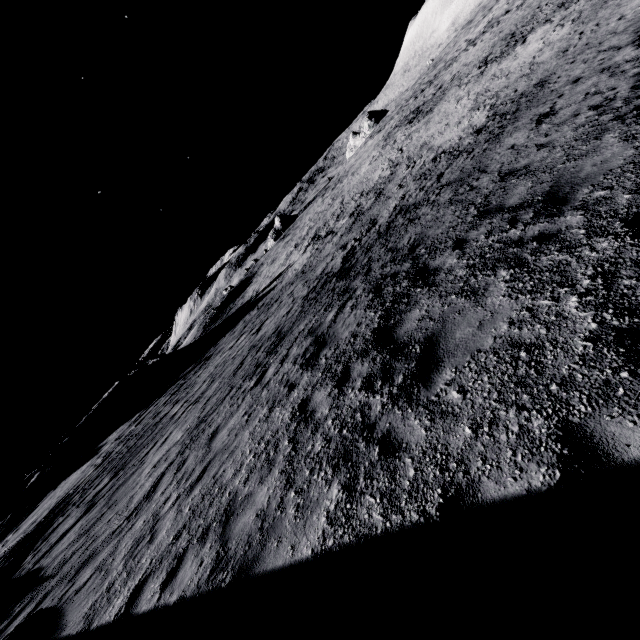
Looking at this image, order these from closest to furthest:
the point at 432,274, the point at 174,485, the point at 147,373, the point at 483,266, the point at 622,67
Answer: the point at 483,266
the point at 432,274
the point at 174,485
the point at 622,67
the point at 147,373
